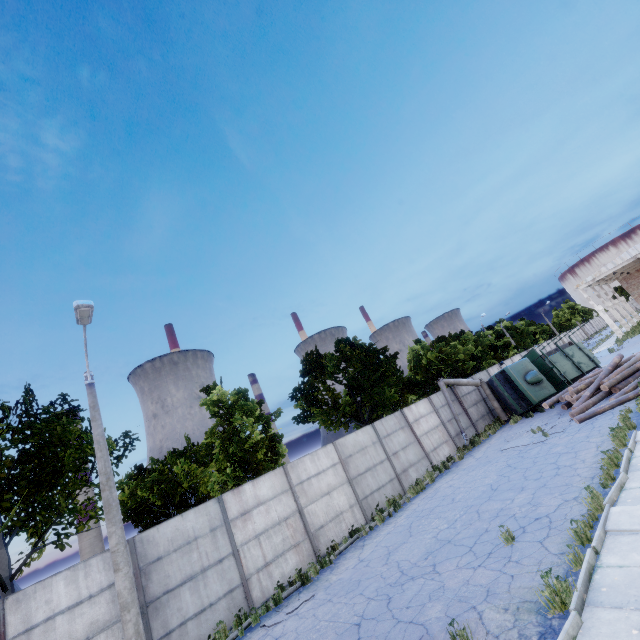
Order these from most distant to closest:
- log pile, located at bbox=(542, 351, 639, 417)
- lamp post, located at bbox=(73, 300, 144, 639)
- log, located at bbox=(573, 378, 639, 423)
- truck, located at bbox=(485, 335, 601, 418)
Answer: truck, located at bbox=(485, 335, 601, 418) → log pile, located at bbox=(542, 351, 639, 417) → log, located at bbox=(573, 378, 639, 423) → lamp post, located at bbox=(73, 300, 144, 639)

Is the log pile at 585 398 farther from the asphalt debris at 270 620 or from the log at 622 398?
the asphalt debris at 270 620

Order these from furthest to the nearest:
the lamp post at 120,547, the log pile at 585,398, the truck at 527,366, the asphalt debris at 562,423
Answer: the truck at 527,366 → the log pile at 585,398 → the asphalt debris at 562,423 → the lamp post at 120,547

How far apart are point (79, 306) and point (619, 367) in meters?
25.7 m

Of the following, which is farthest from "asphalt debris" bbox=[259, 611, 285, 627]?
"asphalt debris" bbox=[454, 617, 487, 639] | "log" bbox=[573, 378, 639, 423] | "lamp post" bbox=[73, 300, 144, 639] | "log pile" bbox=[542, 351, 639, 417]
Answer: "log pile" bbox=[542, 351, 639, 417]

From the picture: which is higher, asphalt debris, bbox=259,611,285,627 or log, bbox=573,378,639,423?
log, bbox=573,378,639,423

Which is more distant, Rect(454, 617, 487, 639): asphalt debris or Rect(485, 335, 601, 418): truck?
Rect(485, 335, 601, 418): truck

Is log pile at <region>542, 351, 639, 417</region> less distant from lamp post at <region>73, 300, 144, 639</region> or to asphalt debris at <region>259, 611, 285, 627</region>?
asphalt debris at <region>259, 611, 285, 627</region>
